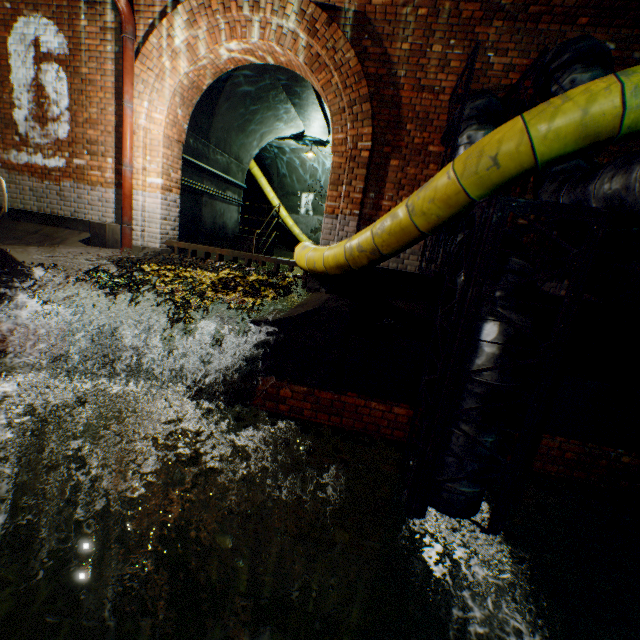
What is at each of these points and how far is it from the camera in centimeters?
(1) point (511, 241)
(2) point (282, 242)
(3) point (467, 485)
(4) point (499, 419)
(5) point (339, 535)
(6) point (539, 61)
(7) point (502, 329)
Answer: (1) pipe, 281cm
(2) building tunnel, 1603cm
(3) pipe, 276cm
(4) pipe, 263cm
(5) leaves, 249cm
(6) pipe frame, 373cm
(7) pipe, 248cm

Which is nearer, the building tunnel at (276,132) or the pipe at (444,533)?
the pipe at (444,533)

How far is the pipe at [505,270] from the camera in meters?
2.6

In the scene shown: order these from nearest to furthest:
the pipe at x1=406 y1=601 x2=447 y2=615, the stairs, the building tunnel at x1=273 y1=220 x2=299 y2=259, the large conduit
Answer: the large conduit, the pipe at x1=406 y1=601 x2=447 y2=615, the stairs, the building tunnel at x1=273 y1=220 x2=299 y2=259

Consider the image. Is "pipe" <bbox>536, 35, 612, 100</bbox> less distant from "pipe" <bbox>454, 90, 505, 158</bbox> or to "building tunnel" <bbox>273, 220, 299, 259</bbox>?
"pipe" <bbox>454, 90, 505, 158</bbox>

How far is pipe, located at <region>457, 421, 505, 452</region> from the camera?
2.63m

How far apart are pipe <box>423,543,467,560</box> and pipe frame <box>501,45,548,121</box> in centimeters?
4cm
